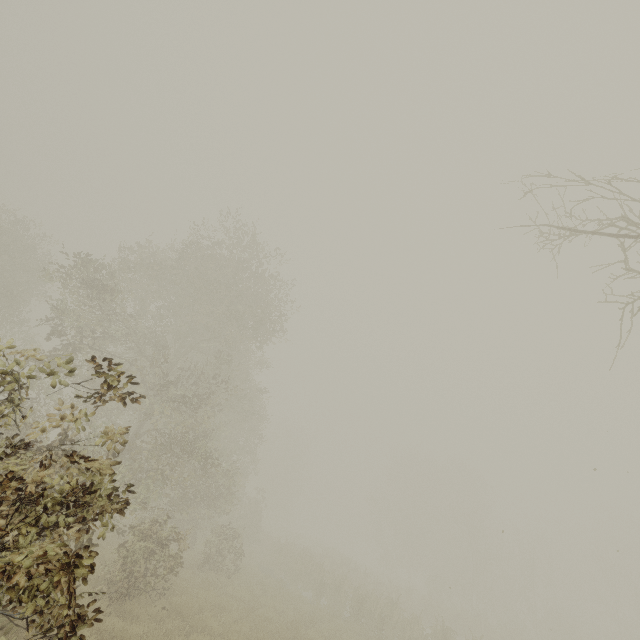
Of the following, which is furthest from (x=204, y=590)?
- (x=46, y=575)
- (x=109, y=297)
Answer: (x=109, y=297)
